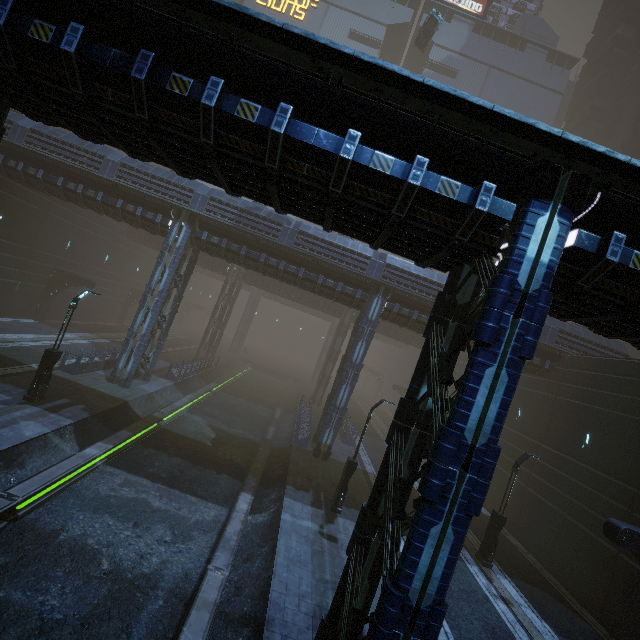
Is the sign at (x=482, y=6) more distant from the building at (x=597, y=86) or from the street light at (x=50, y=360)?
the street light at (x=50, y=360)

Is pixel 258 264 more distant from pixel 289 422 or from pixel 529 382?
pixel 529 382

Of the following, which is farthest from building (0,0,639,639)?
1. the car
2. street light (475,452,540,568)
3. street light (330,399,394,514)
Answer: street light (330,399,394,514)

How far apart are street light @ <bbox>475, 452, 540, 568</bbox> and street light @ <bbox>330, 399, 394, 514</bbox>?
7.0 meters

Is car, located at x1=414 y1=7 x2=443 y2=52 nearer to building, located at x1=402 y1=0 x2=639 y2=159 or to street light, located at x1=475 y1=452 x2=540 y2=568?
building, located at x1=402 y1=0 x2=639 y2=159

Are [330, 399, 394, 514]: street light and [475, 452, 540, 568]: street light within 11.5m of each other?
yes

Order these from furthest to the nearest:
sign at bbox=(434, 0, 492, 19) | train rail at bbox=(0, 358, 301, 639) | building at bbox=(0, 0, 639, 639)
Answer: sign at bbox=(434, 0, 492, 19), train rail at bbox=(0, 358, 301, 639), building at bbox=(0, 0, 639, 639)

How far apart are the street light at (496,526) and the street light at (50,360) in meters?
21.9 m
